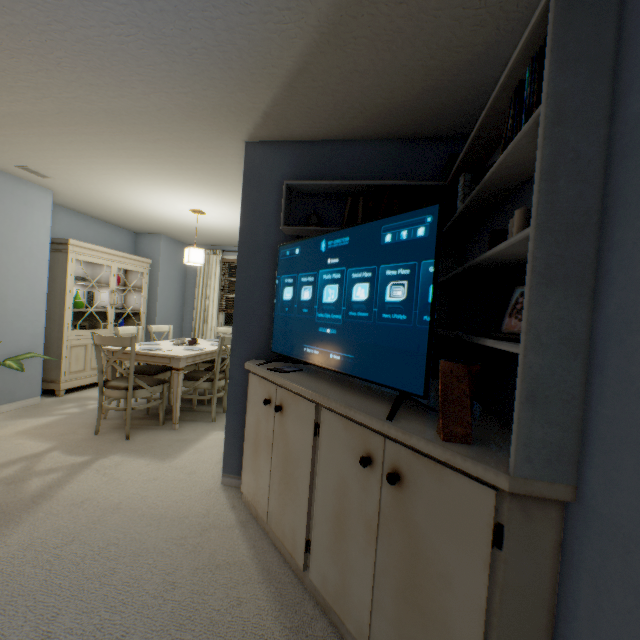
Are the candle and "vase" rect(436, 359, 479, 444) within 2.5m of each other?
yes

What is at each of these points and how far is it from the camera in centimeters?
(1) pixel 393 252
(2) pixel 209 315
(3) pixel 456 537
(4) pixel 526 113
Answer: (1) tv, 133cm
(2) blinds, 617cm
(3) tv stand, 91cm
(4) dvd set, 88cm

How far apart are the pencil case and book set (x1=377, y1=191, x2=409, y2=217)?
0.77m

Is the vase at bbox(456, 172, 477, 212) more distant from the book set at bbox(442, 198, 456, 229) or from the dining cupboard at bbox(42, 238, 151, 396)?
the dining cupboard at bbox(42, 238, 151, 396)

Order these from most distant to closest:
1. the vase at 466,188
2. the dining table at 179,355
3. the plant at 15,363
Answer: the dining table at 179,355
the plant at 15,363
the vase at 466,188

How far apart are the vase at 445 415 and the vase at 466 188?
1.0m

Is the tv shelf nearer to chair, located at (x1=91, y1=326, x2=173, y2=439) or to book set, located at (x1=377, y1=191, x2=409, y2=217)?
book set, located at (x1=377, y1=191, x2=409, y2=217)

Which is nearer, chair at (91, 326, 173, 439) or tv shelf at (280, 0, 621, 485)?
tv shelf at (280, 0, 621, 485)
